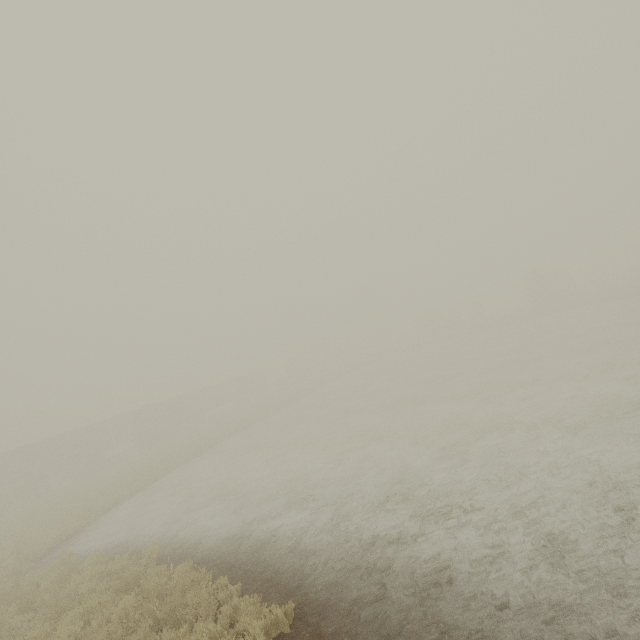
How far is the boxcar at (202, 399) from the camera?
48.78m

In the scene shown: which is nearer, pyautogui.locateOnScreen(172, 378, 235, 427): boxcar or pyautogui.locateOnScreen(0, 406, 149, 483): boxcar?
pyautogui.locateOnScreen(0, 406, 149, 483): boxcar

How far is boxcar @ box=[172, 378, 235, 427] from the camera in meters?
48.8

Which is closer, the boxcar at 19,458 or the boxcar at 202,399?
the boxcar at 19,458

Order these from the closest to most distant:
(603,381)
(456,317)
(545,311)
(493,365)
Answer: (603,381), (493,365), (545,311), (456,317)
